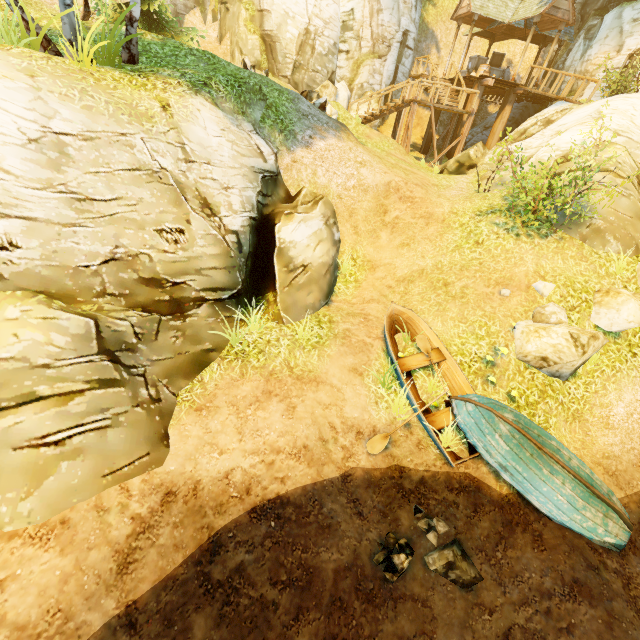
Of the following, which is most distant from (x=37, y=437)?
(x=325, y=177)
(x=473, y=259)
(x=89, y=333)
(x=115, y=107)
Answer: (x=473, y=259)

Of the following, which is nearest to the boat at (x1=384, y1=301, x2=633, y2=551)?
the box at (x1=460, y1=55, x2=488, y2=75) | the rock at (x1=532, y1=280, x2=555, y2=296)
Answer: the rock at (x1=532, y1=280, x2=555, y2=296)

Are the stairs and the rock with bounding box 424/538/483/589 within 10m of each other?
no

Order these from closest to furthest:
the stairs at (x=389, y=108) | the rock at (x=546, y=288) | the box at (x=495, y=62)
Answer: the rock at (x=546, y=288) < the stairs at (x=389, y=108) < the box at (x=495, y=62)

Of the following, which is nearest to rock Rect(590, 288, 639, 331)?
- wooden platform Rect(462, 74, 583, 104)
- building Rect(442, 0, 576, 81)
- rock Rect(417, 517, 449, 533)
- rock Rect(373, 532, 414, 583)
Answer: rock Rect(417, 517, 449, 533)

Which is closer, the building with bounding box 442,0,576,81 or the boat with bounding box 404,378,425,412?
the boat with bounding box 404,378,425,412

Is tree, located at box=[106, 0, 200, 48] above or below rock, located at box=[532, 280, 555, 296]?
above

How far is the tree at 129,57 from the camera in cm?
767
